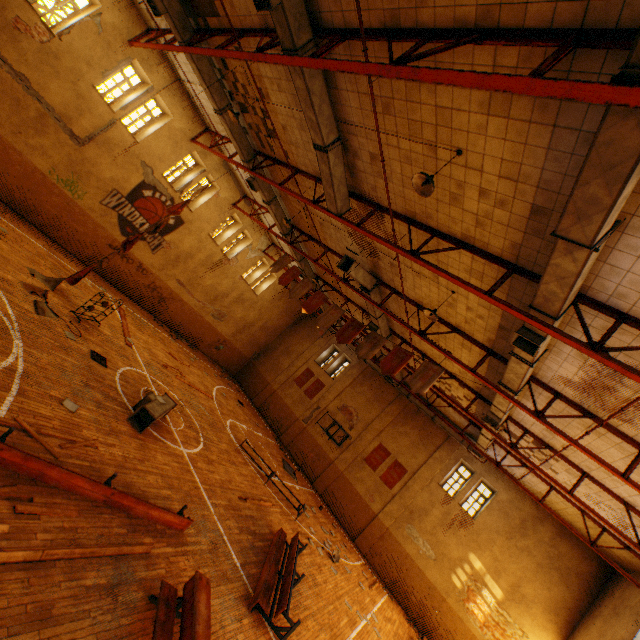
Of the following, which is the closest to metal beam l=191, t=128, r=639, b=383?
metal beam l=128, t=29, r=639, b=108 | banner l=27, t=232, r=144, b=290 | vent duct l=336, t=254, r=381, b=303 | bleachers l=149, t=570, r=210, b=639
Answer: banner l=27, t=232, r=144, b=290

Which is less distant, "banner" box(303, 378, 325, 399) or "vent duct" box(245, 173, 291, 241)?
"vent duct" box(245, 173, 291, 241)

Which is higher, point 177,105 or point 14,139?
point 177,105

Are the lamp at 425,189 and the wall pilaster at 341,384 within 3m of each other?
no

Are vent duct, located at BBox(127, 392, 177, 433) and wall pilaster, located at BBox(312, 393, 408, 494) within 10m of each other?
no

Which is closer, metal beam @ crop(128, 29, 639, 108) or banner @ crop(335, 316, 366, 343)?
metal beam @ crop(128, 29, 639, 108)

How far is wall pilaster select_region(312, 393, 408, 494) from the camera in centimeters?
2070cm

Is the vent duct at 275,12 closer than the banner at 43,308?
Yes
